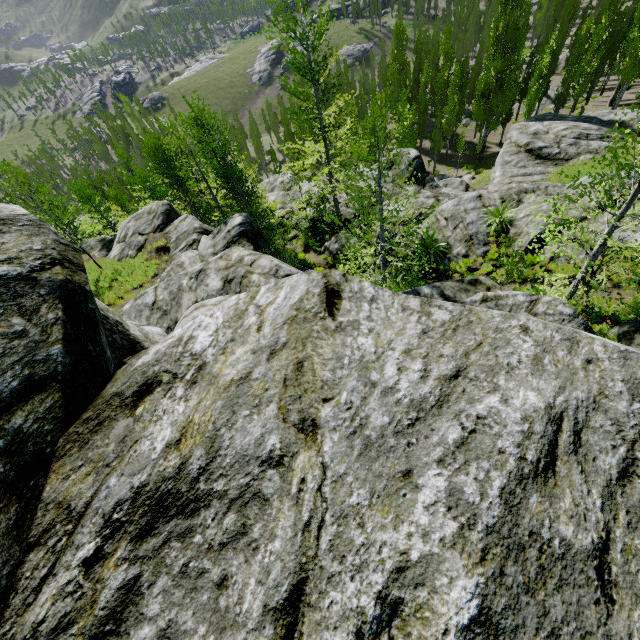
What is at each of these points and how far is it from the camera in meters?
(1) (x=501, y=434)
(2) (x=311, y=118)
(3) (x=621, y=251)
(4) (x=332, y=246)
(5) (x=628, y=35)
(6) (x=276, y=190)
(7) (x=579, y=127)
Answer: (1) rock, 1.4 m
(2) instancedfoliageactor, 51.3 m
(3) instancedfoliageactor, 6.6 m
(4) rock, 19.6 m
(5) instancedfoliageactor, 34.9 m
(6) rock, 27.7 m
(7) rock, 27.1 m

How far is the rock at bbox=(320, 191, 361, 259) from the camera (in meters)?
19.03

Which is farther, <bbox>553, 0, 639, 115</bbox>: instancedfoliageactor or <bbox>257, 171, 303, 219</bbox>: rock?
<bbox>553, 0, 639, 115</bbox>: instancedfoliageactor

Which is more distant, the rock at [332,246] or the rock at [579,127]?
the rock at [332,246]

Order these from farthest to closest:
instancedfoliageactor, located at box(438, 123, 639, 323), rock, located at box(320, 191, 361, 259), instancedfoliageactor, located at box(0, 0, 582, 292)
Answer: rock, located at box(320, 191, 361, 259) < instancedfoliageactor, located at box(0, 0, 582, 292) < instancedfoliageactor, located at box(438, 123, 639, 323)

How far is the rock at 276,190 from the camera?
Answer: 24.5 meters

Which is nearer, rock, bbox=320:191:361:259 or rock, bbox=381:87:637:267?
rock, bbox=381:87:637:267
